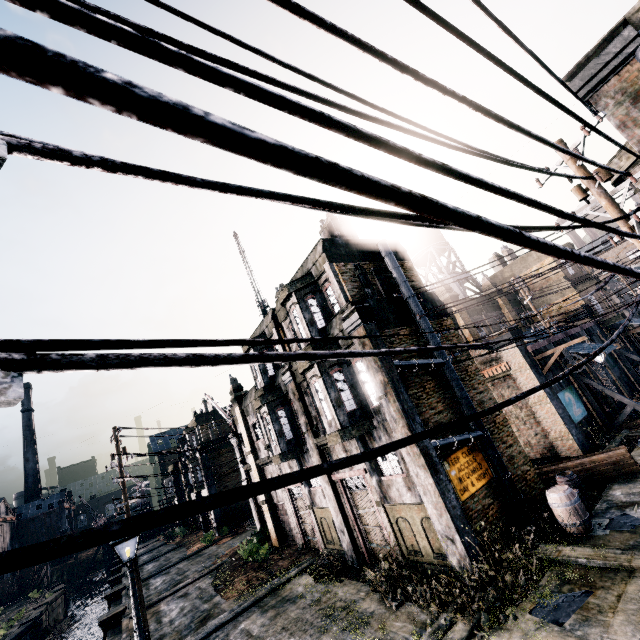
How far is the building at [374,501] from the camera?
11.9m

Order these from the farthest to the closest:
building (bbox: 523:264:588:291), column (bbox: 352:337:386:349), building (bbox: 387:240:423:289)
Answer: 1. building (bbox: 523:264:588:291)
2. building (bbox: 387:240:423:289)
3. column (bbox: 352:337:386:349)

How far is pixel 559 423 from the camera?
17.12m

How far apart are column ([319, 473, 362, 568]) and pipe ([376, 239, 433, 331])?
6.5 meters

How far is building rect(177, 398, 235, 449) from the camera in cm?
4097

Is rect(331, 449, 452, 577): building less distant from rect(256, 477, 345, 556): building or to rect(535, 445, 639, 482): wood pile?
rect(256, 477, 345, 556): building

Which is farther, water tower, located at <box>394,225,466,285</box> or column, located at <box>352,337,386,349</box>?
water tower, located at <box>394,225,466,285</box>

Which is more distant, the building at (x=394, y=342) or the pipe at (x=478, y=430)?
the building at (x=394, y=342)
